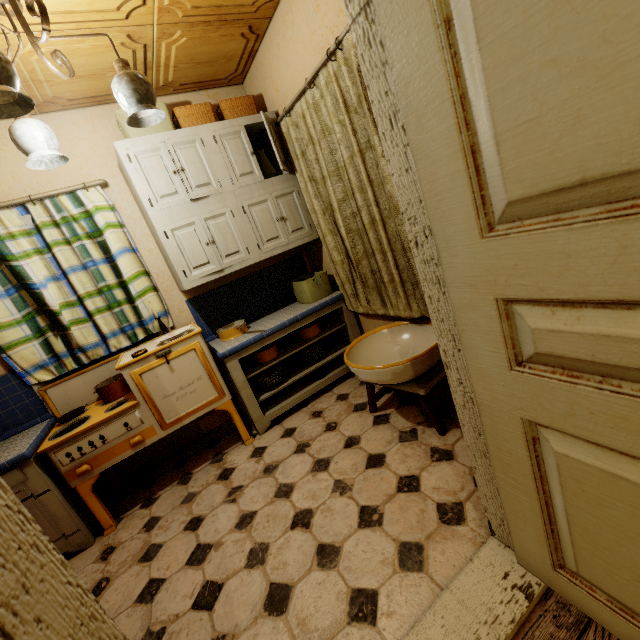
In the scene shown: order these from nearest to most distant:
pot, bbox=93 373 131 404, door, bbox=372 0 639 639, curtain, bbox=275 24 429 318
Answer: door, bbox=372 0 639 639
curtain, bbox=275 24 429 318
pot, bbox=93 373 131 404

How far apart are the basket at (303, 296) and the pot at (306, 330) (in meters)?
0.23

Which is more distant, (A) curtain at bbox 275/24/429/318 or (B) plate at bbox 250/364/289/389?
(B) plate at bbox 250/364/289/389

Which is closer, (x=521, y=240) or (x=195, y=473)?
(x=521, y=240)

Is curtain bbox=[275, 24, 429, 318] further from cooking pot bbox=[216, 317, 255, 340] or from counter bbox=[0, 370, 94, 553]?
counter bbox=[0, 370, 94, 553]

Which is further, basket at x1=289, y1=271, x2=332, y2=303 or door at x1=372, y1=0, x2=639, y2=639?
basket at x1=289, y1=271, x2=332, y2=303

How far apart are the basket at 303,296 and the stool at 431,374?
1.0m

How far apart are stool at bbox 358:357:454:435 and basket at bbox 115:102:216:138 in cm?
238
